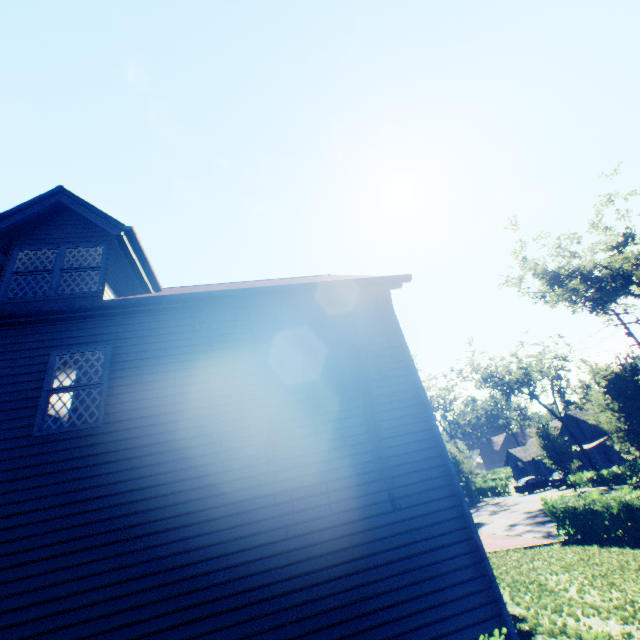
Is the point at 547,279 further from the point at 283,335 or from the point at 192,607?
the point at 192,607

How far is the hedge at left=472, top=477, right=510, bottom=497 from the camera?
41.8 meters

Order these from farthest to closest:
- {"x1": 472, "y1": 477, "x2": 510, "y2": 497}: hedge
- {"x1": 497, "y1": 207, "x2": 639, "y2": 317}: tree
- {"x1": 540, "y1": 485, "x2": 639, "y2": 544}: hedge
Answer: {"x1": 472, "y1": 477, "x2": 510, "y2": 497}: hedge → {"x1": 497, "y1": 207, "x2": 639, "y2": 317}: tree → {"x1": 540, "y1": 485, "x2": 639, "y2": 544}: hedge

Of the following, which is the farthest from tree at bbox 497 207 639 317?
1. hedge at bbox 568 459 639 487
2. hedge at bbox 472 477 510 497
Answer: hedge at bbox 472 477 510 497

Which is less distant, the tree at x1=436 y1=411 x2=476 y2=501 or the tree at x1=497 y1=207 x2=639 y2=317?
the tree at x1=497 y1=207 x2=639 y2=317

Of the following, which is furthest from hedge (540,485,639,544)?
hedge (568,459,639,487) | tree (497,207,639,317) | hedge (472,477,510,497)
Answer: hedge (472,477,510,497)

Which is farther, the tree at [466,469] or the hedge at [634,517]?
the tree at [466,469]

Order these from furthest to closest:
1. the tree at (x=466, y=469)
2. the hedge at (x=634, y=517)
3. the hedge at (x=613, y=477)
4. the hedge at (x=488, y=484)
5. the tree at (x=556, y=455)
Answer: the hedge at (x=488, y=484) → the tree at (x=466, y=469) → the hedge at (x=613, y=477) → the tree at (x=556, y=455) → the hedge at (x=634, y=517)
